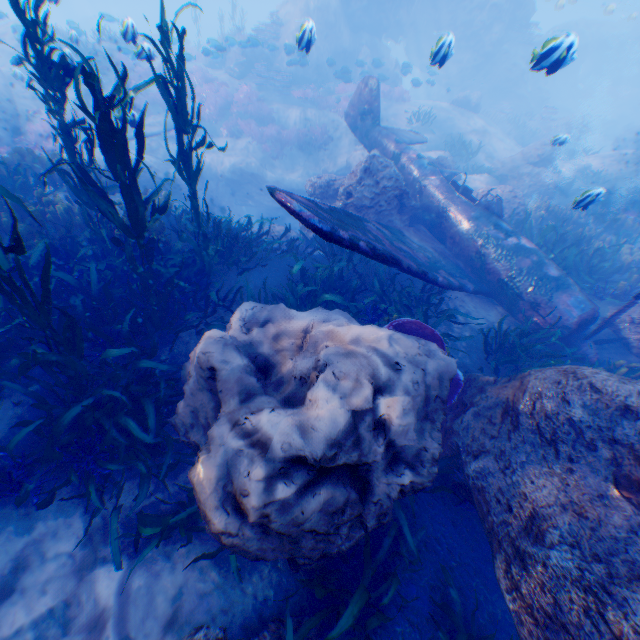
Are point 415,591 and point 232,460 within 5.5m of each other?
yes

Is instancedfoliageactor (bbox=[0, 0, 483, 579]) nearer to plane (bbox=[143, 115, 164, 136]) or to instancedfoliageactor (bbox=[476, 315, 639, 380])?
plane (bbox=[143, 115, 164, 136])

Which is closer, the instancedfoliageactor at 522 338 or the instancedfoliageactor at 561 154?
the instancedfoliageactor at 522 338

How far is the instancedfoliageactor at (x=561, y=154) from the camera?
19.0m

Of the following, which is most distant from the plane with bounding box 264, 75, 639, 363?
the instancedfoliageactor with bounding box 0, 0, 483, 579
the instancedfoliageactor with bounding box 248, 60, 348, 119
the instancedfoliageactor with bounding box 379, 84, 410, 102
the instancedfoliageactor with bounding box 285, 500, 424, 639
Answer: the instancedfoliageactor with bounding box 379, 84, 410, 102

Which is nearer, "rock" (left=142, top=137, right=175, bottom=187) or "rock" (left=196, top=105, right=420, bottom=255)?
"rock" (left=196, top=105, right=420, bottom=255)

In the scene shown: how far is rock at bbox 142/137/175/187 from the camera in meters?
12.5
